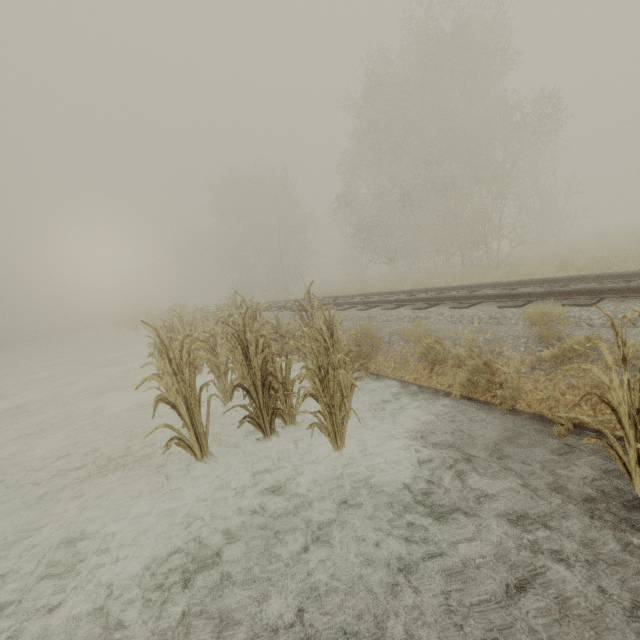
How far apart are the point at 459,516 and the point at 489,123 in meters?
23.2
